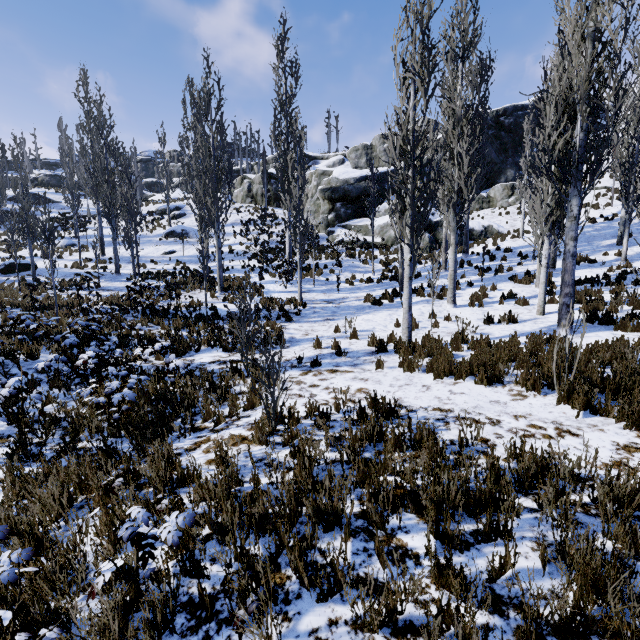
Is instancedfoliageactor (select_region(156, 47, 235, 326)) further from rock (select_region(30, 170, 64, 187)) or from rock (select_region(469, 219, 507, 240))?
rock (select_region(30, 170, 64, 187))

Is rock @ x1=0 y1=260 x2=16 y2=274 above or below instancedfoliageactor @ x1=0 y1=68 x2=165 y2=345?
below

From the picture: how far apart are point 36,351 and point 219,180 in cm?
1032

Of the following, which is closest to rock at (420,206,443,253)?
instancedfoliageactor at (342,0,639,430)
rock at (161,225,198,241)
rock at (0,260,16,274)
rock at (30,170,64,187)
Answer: instancedfoliageactor at (342,0,639,430)

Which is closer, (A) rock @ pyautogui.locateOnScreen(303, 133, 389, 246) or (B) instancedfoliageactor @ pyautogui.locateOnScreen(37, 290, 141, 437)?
(B) instancedfoliageactor @ pyautogui.locateOnScreen(37, 290, 141, 437)

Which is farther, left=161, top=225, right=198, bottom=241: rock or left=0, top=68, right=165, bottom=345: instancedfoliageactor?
left=161, top=225, right=198, bottom=241: rock

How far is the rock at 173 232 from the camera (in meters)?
28.73

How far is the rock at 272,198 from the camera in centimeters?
3584cm
